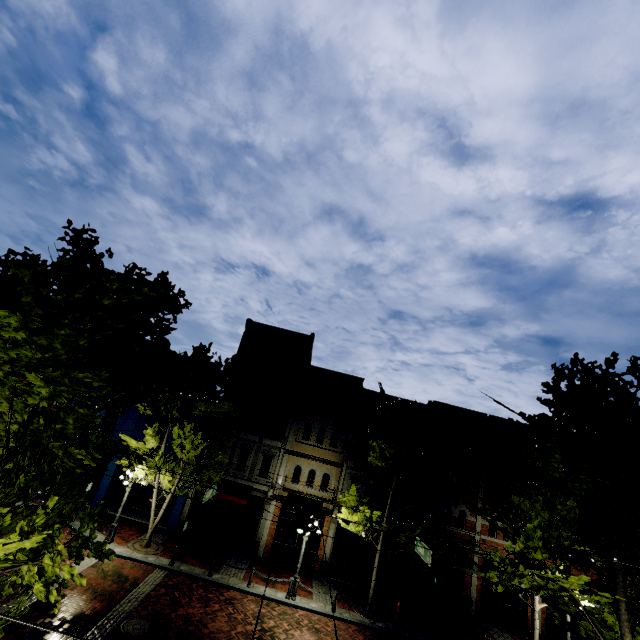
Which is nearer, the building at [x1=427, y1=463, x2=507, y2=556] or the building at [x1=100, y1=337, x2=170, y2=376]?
the building at [x1=427, y1=463, x2=507, y2=556]

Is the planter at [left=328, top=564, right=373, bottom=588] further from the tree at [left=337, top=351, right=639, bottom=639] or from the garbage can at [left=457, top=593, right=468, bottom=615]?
the garbage can at [left=457, top=593, right=468, bottom=615]

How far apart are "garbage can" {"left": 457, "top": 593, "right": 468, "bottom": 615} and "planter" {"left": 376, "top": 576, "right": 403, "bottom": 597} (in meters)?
3.37

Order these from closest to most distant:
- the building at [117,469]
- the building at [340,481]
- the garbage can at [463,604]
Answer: the garbage can at [463,604] → the building at [117,469] → the building at [340,481]

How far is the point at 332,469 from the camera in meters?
21.8 m

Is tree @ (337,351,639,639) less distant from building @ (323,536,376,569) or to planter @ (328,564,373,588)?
building @ (323,536,376,569)

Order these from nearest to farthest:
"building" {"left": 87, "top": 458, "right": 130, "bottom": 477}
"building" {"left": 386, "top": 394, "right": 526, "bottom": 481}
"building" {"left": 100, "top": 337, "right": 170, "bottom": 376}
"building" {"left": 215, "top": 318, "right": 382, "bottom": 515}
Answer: "building" {"left": 87, "top": 458, "right": 130, "bottom": 477} < "building" {"left": 215, "top": 318, "right": 382, "bottom": 515} < "building" {"left": 386, "top": 394, "right": 526, "bottom": 481} < "building" {"left": 100, "top": 337, "right": 170, "bottom": 376}

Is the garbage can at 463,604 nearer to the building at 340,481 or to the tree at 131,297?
the building at 340,481
